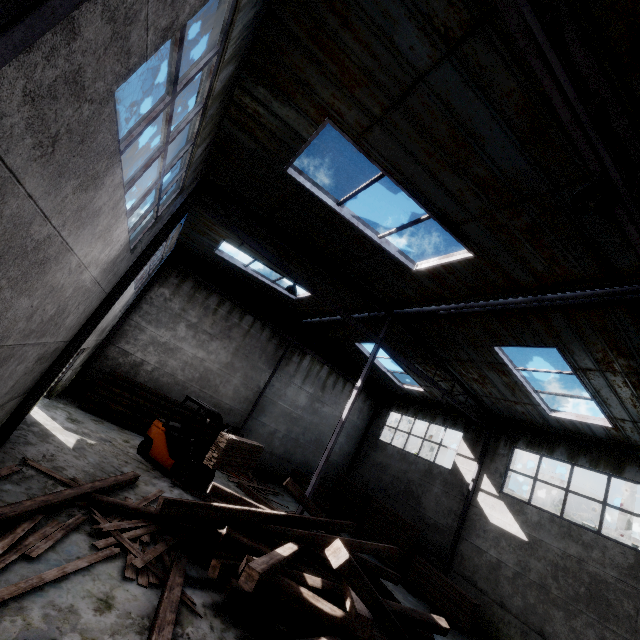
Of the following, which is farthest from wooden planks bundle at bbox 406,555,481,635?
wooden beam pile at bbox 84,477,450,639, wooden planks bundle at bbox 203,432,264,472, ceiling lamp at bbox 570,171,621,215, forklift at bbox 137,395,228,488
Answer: ceiling lamp at bbox 570,171,621,215

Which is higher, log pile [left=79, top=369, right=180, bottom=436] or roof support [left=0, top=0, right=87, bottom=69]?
roof support [left=0, top=0, right=87, bottom=69]

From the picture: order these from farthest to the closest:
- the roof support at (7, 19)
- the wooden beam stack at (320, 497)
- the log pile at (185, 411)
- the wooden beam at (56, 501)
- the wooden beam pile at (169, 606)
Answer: the wooden beam stack at (320, 497), the log pile at (185, 411), the wooden beam at (56, 501), the wooden beam pile at (169, 606), the roof support at (7, 19)

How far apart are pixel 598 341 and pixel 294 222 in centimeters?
857cm

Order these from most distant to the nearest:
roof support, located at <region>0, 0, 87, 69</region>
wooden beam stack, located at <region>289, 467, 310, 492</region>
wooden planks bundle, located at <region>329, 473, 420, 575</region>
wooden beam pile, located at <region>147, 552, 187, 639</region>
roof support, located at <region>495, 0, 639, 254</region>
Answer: wooden beam stack, located at <region>289, 467, 310, 492</region> < wooden planks bundle, located at <region>329, 473, 420, 575</region> < wooden beam pile, located at <region>147, 552, 187, 639</region> < roof support, located at <region>495, 0, 639, 254</region> < roof support, located at <region>0, 0, 87, 69</region>

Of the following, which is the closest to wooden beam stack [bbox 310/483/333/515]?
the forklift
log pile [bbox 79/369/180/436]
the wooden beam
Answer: log pile [bbox 79/369/180/436]

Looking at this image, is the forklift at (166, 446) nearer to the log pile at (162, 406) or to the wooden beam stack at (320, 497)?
the log pile at (162, 406)

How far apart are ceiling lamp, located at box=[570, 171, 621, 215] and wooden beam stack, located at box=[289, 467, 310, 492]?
15.8m
